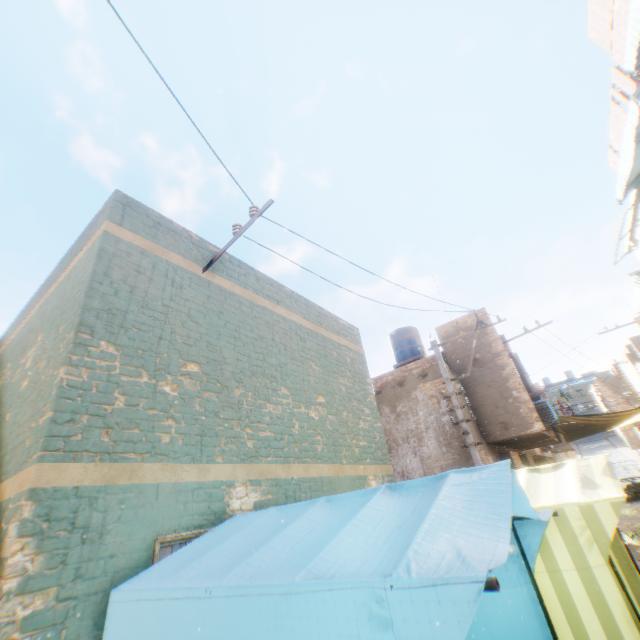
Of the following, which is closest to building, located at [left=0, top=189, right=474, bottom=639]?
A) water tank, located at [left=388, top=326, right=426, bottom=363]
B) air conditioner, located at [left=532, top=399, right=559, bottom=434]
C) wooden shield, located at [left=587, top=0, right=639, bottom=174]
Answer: air conditioner, located at [left=532, top=399, right=559, bottom=434]

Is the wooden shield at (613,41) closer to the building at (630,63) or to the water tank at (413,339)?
the building at (630,63)

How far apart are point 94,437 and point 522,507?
4.1 meters

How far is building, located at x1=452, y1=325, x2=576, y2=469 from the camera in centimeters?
1106cm

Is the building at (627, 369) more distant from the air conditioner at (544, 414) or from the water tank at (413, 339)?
the water tank at (413, 339)

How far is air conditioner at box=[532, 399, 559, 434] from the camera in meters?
11.5
